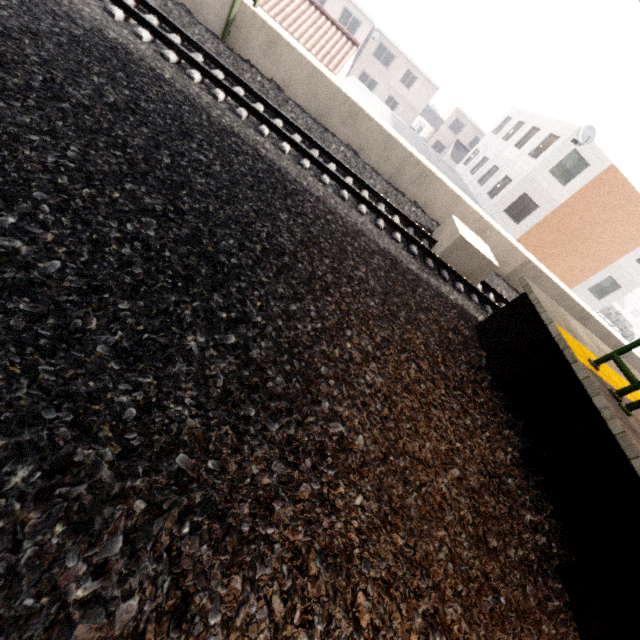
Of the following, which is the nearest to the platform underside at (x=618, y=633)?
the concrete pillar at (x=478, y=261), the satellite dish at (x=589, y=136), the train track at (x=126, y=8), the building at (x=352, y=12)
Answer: the train track at (x=126, y=8)

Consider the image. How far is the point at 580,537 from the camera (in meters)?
3.45

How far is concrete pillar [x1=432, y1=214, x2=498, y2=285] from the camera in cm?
773

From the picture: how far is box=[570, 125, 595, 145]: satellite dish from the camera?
16.94m

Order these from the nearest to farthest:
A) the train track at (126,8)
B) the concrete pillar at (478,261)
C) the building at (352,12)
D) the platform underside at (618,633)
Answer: the platform underside at (618,633), the train track at (126,8), the concrete pillar at (478,261), the building at (352,12)

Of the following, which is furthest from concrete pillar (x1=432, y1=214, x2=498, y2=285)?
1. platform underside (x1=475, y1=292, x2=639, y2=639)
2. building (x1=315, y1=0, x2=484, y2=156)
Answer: building (x1=315, y1=0, x2=484, y2=156)

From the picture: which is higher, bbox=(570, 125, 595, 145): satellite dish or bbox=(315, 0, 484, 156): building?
bbox=(570, 125, 595, 145): satellite dish

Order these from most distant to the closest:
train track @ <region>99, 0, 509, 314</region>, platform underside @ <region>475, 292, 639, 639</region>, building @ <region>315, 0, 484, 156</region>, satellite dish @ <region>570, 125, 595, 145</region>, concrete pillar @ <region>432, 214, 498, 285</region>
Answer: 1. building @ <region>315, 0, 484, 156</region>
2. satellite dish @ <region>570, 125, 595, 145</region>
3. concrete pillar @ <region>432, 214, 498, 285</region>
4. train track @ <region>99, 0, 509, 314</region>
5. platform underside @ <region>475, 292, 639, 639</region>
